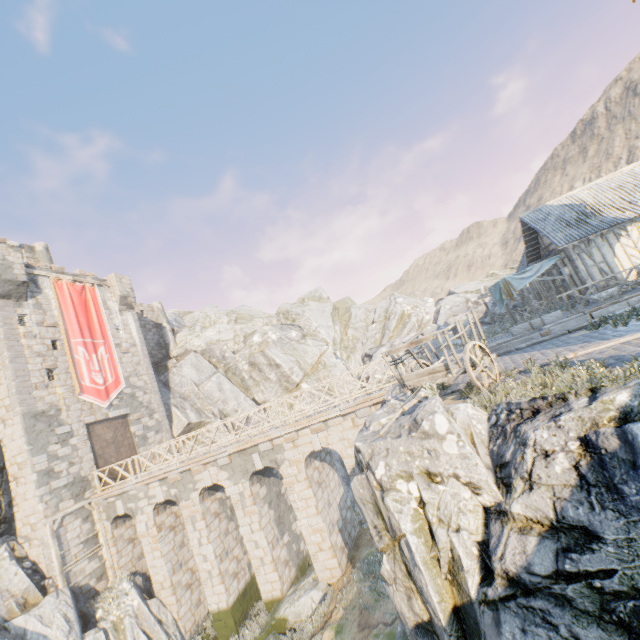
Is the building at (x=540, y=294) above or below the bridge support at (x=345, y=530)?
above

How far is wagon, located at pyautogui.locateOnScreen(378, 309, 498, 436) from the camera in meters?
6.7

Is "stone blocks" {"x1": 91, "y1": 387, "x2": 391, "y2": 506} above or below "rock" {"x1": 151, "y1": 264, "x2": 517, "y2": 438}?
below

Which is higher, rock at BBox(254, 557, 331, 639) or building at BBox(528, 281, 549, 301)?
building at BBox(528, 281, 549, 301)

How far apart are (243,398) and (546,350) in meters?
26.0 m

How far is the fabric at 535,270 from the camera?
18.4m

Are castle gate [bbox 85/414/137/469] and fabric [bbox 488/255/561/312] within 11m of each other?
no

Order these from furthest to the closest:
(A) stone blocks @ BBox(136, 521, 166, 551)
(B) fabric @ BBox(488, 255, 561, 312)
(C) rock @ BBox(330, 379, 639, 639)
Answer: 1. (B) fabric @ BBox(488, 255, 561, 312)
2. (A) stone blocks @ BBox(136, 521, 166, 551)
3. (C) rock @ BBox(330, 379, 639, 639)
